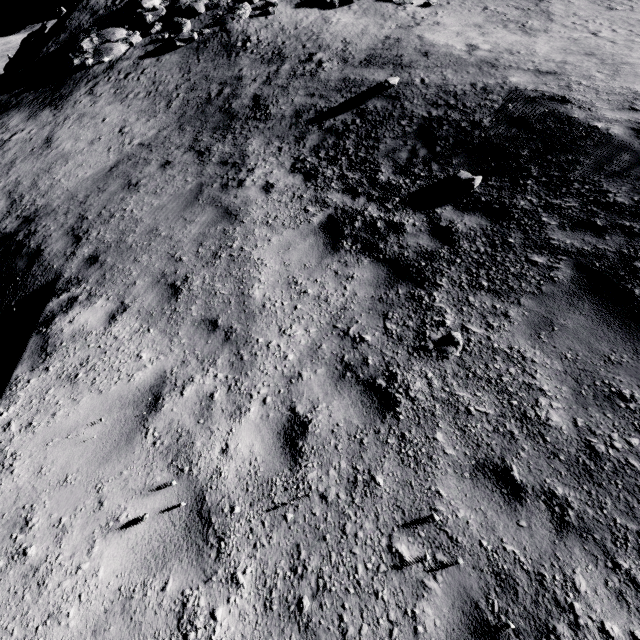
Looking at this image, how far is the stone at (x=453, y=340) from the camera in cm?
378

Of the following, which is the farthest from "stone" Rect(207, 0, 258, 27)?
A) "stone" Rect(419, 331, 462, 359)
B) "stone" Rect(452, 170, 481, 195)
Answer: "stone" Rect(419, 331, 462, 359)

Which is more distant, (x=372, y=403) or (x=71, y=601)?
(x=372, y=403)

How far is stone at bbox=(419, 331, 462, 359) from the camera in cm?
378

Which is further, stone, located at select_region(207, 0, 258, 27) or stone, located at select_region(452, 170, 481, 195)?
stone, located at select_region(207, 0, 258, 27)

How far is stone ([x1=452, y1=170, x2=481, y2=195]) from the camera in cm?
602

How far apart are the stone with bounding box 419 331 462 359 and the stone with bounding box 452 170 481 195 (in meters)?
3.47

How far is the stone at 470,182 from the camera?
6.02m
